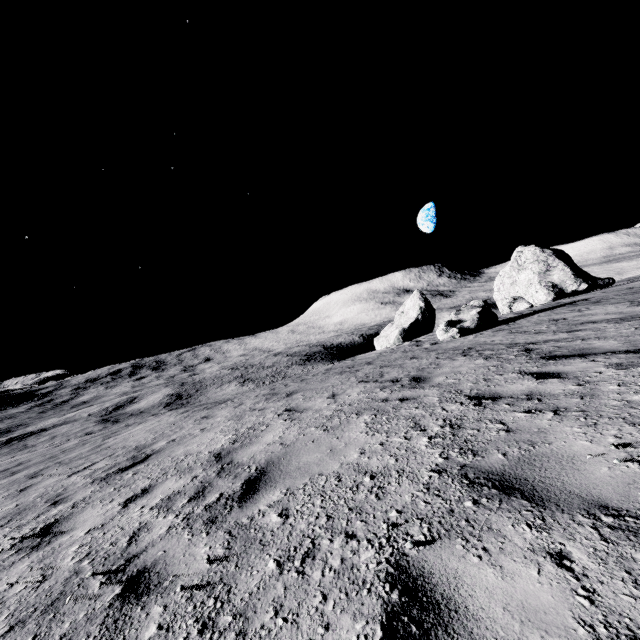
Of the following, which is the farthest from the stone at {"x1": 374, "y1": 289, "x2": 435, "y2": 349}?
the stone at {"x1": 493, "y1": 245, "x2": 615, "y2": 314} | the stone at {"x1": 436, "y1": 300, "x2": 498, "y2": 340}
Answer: the stone at {"x1": 436, "y1": 300, "x2": 498, "y2": 340}

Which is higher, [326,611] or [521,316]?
[326,611]

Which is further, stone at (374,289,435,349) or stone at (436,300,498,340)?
stone at (374,289,435,349)

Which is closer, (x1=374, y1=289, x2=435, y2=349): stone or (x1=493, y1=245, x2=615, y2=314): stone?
(x1=493, y1=245, x2=615, y2=314): stone

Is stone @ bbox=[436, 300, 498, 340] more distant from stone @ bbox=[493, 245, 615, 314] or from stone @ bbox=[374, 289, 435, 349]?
stone @ bbox=[374, 289, 435, 349]

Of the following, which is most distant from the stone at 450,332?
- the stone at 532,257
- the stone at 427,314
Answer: the stone at 427,314

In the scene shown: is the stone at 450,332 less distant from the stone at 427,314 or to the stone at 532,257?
the stone at 532,257

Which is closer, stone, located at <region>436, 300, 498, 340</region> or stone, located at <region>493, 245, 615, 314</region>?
stone, located at <region>436, 300, 498, 340</region>
